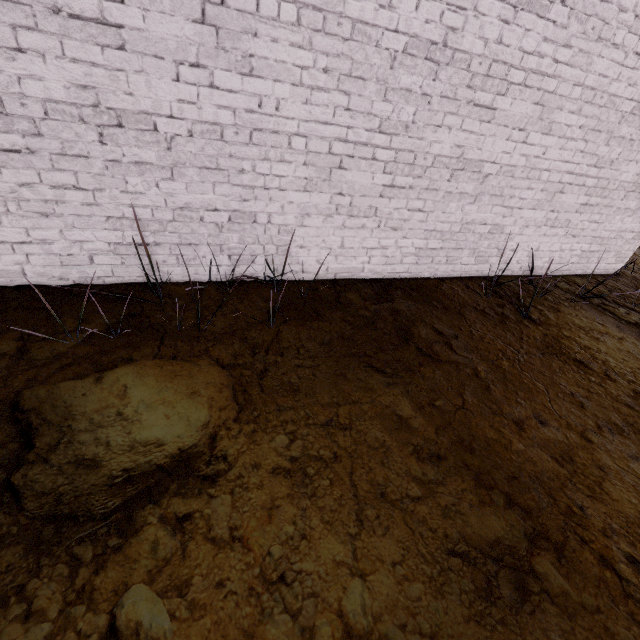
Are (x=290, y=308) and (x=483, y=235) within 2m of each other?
no
